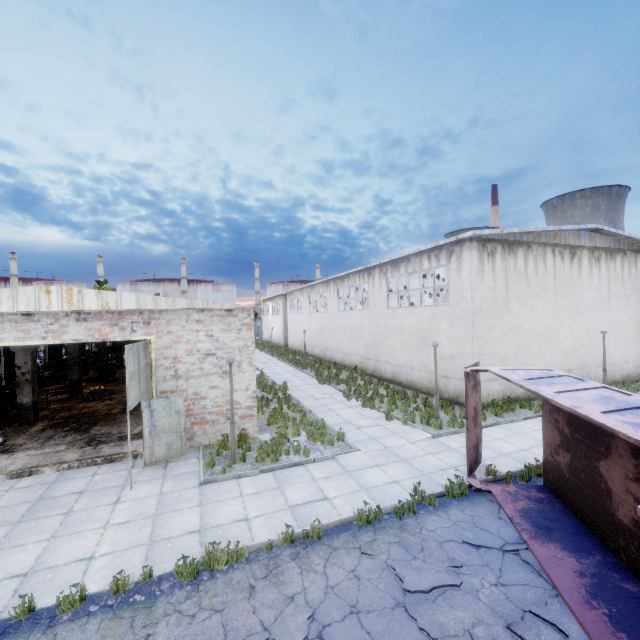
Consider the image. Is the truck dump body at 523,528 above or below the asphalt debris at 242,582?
above

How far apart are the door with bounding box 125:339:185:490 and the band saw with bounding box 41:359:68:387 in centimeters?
1548cm

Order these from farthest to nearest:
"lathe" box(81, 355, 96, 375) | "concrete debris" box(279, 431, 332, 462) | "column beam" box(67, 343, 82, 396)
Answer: "lathe" box(81, 355, 96, 375), "column beam" box(67, 343, 82, 396), "concrete debris" box(279, 431, 332, 462)

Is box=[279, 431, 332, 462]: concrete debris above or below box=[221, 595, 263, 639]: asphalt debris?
above

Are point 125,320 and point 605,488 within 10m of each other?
no

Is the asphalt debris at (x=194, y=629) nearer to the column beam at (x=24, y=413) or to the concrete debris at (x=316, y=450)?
the concrete debris at (x=316, y=450)

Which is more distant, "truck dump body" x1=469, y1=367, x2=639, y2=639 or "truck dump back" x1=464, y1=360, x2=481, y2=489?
"truck dump back" x1=464, y1=360, x2=481, y2=489

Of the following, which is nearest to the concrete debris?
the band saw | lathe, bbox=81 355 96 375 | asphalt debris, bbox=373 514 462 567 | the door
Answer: the door
